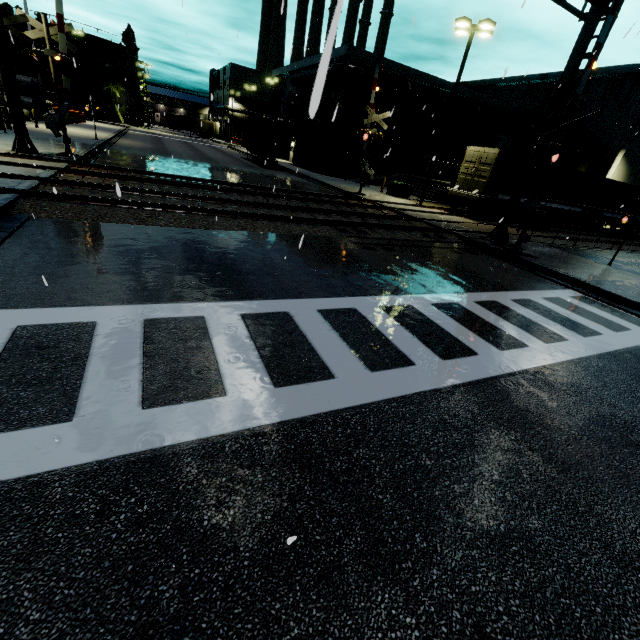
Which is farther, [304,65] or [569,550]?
[304,65]

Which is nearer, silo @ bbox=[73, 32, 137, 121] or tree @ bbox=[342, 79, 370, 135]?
tree @ bbox=[342, 79, 370, 135]

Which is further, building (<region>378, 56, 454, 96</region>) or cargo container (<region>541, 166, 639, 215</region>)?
building (<region>378, 56, 454, 96</region>)

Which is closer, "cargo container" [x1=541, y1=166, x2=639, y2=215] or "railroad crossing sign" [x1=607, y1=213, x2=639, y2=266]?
"railroad crossing sign" [x1=607, y1=213, x2=639, y2=266]

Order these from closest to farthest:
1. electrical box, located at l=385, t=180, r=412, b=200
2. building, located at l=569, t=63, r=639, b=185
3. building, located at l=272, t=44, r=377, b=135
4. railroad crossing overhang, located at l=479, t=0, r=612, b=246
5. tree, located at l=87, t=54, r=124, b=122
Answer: railroad crossing overhang, located at l=479, t=0, r=612, b=246, electrical box, located at l=385, t=180, r=412, b=200, building, located at l=272, t=44, r=377, b=135, building, located at l=569, t=63, r=639, b=185, tree, located at l=87, t=54, r=124, b=122

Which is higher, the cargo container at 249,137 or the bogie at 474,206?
the cargo container at 249,137

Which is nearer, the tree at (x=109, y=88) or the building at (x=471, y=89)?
the building at (x=471, y=89)

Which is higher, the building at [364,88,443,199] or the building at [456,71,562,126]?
the building at [456,71,562,126]
